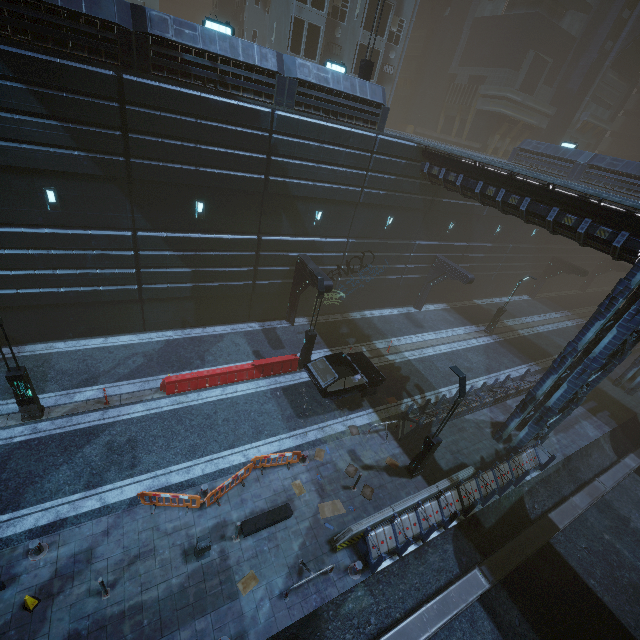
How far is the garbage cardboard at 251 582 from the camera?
9.8m

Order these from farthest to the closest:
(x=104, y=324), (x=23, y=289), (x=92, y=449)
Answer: (x=104, y=324), (x=23, y=289), (x=92, y=449)

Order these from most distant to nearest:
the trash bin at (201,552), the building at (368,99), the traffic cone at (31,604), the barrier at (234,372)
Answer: the barrier at (234,372) → the building at (368,99) → the trash bin at (201,552) → the traffic cone at (31,604)

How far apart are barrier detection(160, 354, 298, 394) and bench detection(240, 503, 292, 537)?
6.63m

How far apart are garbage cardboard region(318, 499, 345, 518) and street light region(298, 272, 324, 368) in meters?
7.3 m

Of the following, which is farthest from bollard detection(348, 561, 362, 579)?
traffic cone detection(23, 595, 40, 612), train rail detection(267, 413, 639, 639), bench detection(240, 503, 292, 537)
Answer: traffic cone detection(23, 595, 40, 612)

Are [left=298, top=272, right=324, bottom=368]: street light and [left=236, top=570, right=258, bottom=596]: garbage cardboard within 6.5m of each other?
no

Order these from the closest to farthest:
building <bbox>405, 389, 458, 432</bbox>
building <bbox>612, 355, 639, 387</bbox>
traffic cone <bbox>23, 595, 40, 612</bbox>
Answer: traffic cone <bbox>23, 595, 40, 612</bbox>
building <bbox>405, 389, 458, 432</bbox>
building <bbox>612, 355, 639, 387</bbox>
